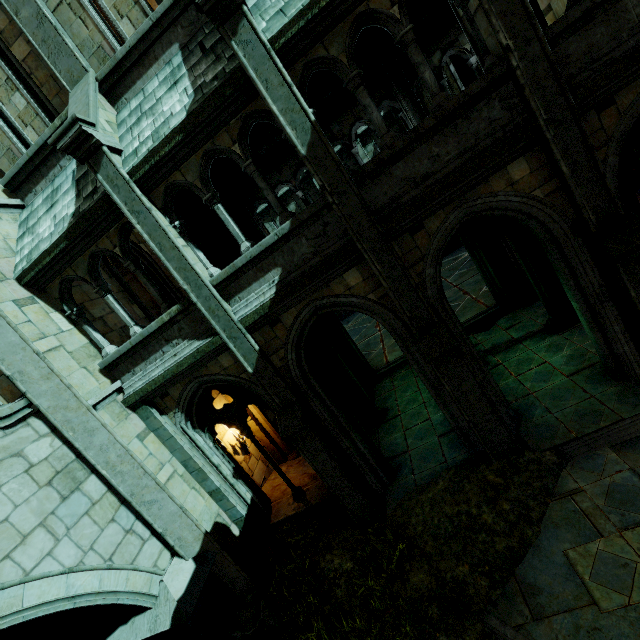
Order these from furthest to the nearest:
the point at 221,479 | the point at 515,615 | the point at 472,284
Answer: the point at 472,284 → the point at 221,479 → the point at 515,615

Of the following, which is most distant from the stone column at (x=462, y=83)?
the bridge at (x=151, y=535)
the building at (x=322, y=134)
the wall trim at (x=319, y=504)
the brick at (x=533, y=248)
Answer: the bridge at (x=151, y=535)

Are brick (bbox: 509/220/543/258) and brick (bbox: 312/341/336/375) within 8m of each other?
yes

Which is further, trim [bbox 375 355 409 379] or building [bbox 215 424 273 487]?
trim [bbox 375 355 409 379]

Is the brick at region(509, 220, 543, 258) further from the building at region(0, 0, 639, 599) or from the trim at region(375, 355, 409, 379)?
the trim at region(375, 355, 409, 379)

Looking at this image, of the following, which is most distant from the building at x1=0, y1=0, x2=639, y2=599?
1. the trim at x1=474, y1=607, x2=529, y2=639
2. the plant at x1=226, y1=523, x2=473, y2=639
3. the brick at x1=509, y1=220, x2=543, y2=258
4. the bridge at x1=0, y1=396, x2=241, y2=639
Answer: the trim at x1=474, y1=607, x2=529, y2=639

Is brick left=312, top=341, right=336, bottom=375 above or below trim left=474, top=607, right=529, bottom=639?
above

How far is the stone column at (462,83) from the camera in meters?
12.4 m
